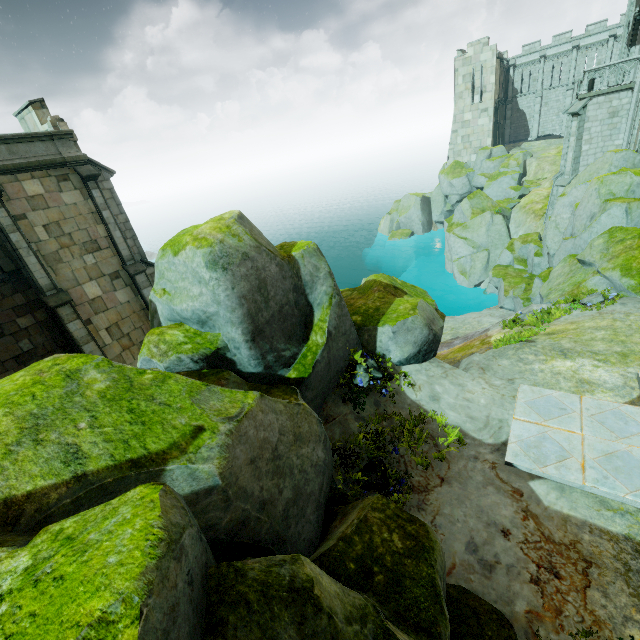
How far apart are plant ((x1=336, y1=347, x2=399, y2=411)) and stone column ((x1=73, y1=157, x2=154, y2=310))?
13.90m

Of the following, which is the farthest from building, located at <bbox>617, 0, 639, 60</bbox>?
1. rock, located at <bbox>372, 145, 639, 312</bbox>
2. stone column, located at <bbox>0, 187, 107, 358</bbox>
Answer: stone column, located at <bbox>0, 187, 107, 358</bbox>

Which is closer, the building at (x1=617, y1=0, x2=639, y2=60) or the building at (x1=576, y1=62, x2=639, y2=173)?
the building at (x1=576, y1=62, x2=639, y2=173)

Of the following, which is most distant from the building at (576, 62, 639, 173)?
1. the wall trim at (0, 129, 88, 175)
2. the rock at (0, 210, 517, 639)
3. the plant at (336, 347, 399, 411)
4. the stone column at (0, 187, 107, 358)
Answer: the stone column at (0, 187, 107, 358)

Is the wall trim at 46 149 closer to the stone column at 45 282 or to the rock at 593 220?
the stone column at 45 282

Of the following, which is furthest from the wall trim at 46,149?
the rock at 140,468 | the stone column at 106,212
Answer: the rock at 140,468

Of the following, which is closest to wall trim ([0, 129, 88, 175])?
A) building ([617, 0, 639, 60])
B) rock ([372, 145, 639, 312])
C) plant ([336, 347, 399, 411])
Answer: plant ([336, 347, 399, 411])

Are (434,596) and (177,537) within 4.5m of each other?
yes
